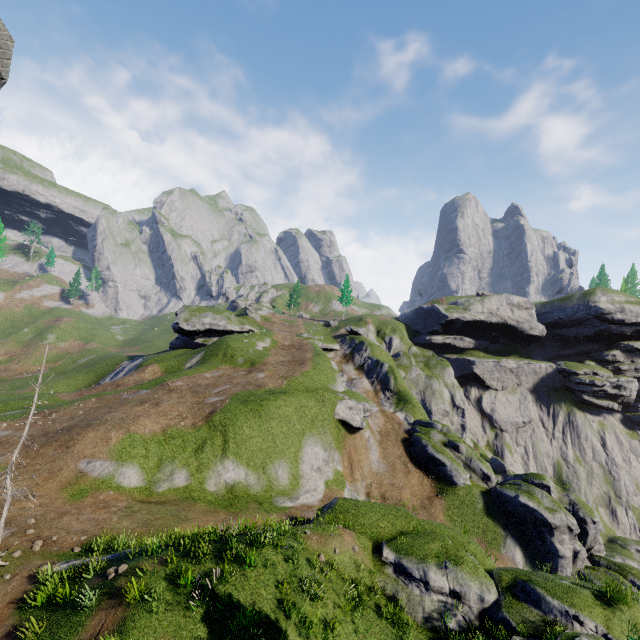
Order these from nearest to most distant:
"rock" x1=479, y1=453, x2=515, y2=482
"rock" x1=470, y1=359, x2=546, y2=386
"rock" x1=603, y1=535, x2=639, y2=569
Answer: "rock" x1=603, y1=535, x2=639, y2=569 < "rock" x1=479, y1=453, x2=515, y2=482 < "rock" x1=470, y1=359, x2=546, y2=386

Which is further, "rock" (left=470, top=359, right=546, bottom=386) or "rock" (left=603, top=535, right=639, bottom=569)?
"rock" (left=470, top=359, right=546, bottom=386)

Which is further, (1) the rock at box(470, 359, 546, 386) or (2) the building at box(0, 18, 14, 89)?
(1) the rock at box(470, 359, 546, 386)

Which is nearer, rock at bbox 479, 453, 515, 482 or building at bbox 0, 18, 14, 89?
building at bbox 0, 18, 14, 89

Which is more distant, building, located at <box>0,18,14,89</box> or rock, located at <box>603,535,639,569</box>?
rock, located at <box>603,535,639,569</box>

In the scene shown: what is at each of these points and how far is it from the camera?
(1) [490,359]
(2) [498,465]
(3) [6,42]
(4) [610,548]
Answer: (1) rock, 59.62m
(2) rock, 46.88m
(3) building, 8.41m
(4) rock, 45.03m

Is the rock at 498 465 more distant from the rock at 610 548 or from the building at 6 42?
the building at 6 42

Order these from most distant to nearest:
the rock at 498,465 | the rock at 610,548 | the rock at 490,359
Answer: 1. the rock at 490,359
2. the rock at 498,465
3. the rock at 610,548
